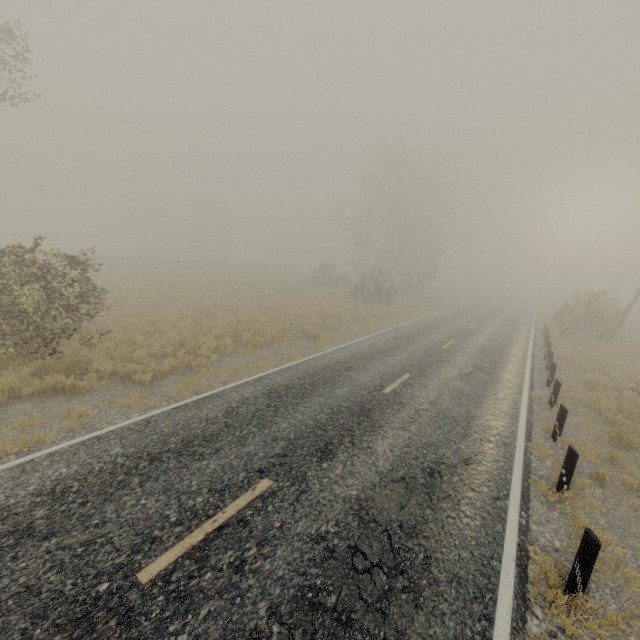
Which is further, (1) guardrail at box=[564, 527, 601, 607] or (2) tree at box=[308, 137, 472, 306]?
(2) tree at box=[308, 137, 472, 306]

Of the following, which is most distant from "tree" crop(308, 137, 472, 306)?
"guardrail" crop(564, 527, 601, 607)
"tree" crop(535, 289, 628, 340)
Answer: "guardrail" crop(564, 527, 601, 607)

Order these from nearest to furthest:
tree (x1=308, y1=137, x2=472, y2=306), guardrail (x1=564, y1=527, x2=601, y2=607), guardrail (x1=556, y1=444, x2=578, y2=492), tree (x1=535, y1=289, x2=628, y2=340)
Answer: guardrail (x1=564, y1=527, x2=601, y2=607)
guardrail (x1=556, y1=444, x2=578, y2=492)
tree (x1=535, y1=289, x2=628, y2=340)
tree (x1=308, y1=137, x2=472, y2=306)

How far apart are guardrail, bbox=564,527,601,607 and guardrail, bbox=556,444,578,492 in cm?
224

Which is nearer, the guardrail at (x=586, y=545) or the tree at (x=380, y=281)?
the guardrail at (x=586, y=545)

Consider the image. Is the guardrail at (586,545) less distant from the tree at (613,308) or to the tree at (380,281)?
the tree at (613,308)

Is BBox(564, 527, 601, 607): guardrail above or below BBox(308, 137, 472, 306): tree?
below

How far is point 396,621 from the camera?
3.7m
